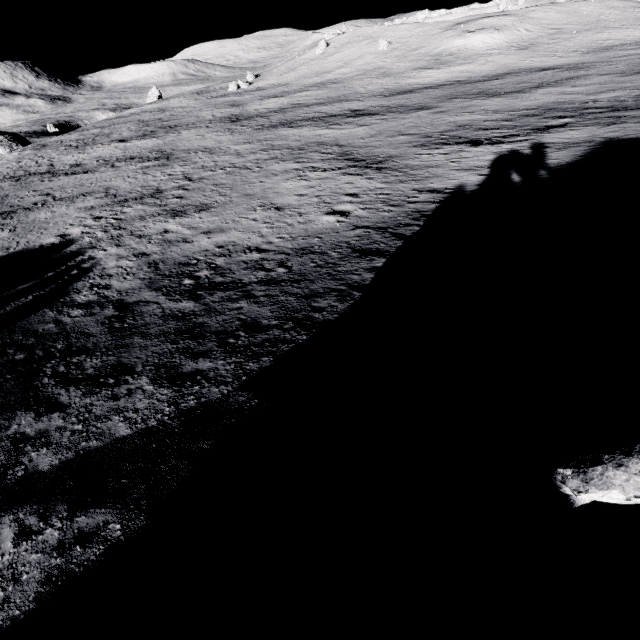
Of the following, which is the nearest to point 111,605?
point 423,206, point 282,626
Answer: point 282,626

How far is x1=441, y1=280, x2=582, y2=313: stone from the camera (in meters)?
7.96

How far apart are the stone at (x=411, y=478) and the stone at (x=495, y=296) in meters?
3.7

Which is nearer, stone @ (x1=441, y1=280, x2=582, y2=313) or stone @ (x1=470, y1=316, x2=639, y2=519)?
stone @ (x1=470, y1=316, x2=639, y2=519)

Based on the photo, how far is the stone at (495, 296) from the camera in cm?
796

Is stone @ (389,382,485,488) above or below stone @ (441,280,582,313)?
above

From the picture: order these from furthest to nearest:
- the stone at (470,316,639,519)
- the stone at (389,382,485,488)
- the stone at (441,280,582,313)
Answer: the stone at (441,280,582,313) < the stone at (389,382,485,488) < the stone at (470,316,639,519)

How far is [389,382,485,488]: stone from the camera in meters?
4.1 m
